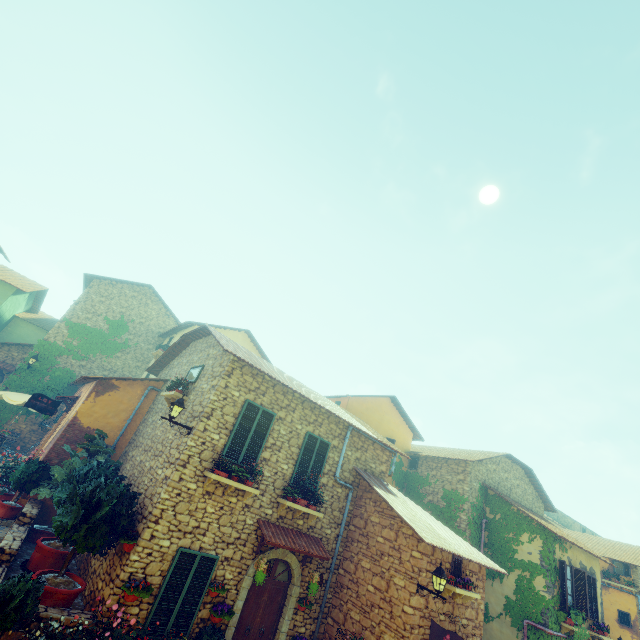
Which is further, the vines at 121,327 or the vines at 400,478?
the vines at 121,327

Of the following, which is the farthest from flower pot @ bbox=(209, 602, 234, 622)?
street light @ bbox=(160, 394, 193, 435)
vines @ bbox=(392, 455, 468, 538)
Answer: vines @ bbox=(392, 455, 468, 538)

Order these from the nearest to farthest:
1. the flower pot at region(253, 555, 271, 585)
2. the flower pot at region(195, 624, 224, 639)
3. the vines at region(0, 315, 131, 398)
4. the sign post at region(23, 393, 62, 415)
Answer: the flower pot at region(195, 624, 224, 639) < the flower pot at region(253, 555, 271, 585) < the sign post at region(23, 393, 62, 415) < the vines at region(0, 315, 131, 398)

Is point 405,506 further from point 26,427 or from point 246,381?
point 26,427

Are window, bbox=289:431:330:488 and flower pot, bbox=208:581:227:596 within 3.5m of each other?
yes

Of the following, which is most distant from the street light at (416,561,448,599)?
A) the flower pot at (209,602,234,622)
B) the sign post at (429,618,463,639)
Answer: the flower pot at (209,602,234,622)

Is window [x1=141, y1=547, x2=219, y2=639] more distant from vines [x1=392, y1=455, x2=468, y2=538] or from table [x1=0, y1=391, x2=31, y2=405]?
table [x1=0, y1=391, x2=31, y2=405]

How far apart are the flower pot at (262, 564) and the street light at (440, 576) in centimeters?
401cm
